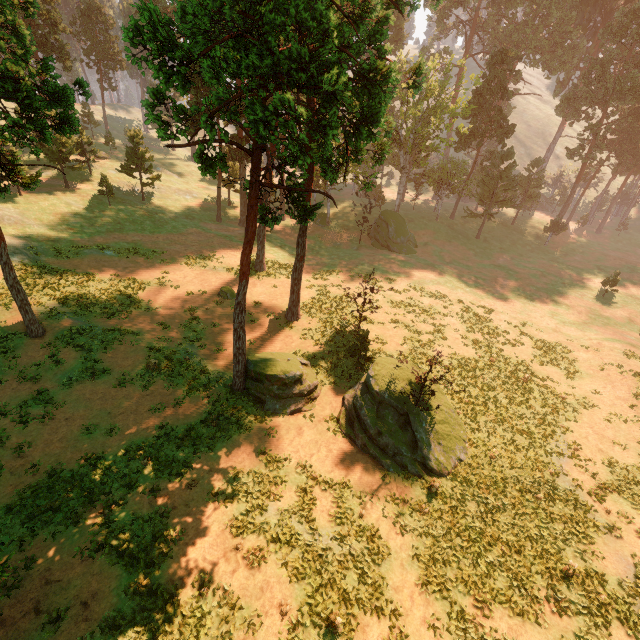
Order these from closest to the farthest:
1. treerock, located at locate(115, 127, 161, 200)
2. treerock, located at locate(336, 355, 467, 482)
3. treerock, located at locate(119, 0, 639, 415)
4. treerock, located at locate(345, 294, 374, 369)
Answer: treerock, located at locate(119, 0, 639, 415), treerock, located at locate(336, 355, 467, 482), treerock, located at locate(345, 294, 374, 369), treerock, located at locate(115, 127, 161, 200)

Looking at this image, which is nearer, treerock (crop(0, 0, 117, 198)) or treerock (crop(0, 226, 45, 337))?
treerock (crop(0, 0, 117, 198))

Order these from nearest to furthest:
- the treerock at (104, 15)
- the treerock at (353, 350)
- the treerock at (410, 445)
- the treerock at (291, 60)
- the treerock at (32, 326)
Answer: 1. the treerock at (291, 60)
2. the treerock at (104, 15)
3. the treerock at (410, 445)
4. the treerock at (32, 326)
5. the treerock at (353, 350)

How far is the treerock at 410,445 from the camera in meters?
17.8 m

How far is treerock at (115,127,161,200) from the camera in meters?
40.2 m

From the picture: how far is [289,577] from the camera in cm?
1231
